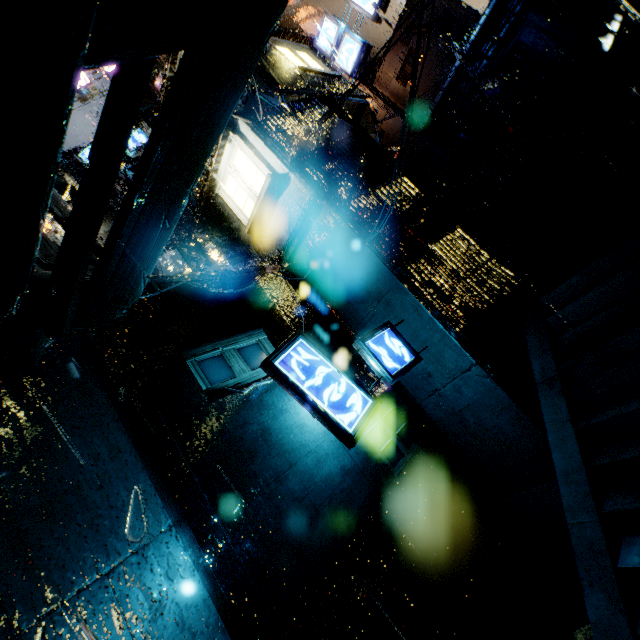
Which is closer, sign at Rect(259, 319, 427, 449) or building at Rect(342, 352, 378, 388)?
sign at Rect(259, 319, 427, 449)

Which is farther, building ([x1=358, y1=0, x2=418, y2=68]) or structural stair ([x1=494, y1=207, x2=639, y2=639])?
building ([x1=358, y1=0, x2=418, y2=68])

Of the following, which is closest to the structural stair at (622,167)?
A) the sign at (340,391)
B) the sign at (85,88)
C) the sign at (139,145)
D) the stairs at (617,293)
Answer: the stairs at (617,293)

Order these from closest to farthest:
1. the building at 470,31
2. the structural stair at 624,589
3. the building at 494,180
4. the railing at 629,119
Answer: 1. the structural stair at 624,589
2. the railing at 629,119
3. the building at 470,31
4. the building at 494,180

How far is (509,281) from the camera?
8.6m

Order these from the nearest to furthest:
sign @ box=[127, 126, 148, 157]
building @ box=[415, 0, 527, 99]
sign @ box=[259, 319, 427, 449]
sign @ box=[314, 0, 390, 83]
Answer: sign @ box=[259, 319, 427, 449]
sign @ box=[314, 0, 390, 83]
sign @ box=[127, 126, 148, 157]
building @ box=[415, 0, 527, 99]

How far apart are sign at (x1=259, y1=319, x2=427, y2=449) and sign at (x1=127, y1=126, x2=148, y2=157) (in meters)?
14.55

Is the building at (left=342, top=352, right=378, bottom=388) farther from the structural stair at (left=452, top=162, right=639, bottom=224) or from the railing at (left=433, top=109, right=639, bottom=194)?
the railing at (left=433, top=109, right=639, bottom=194)
